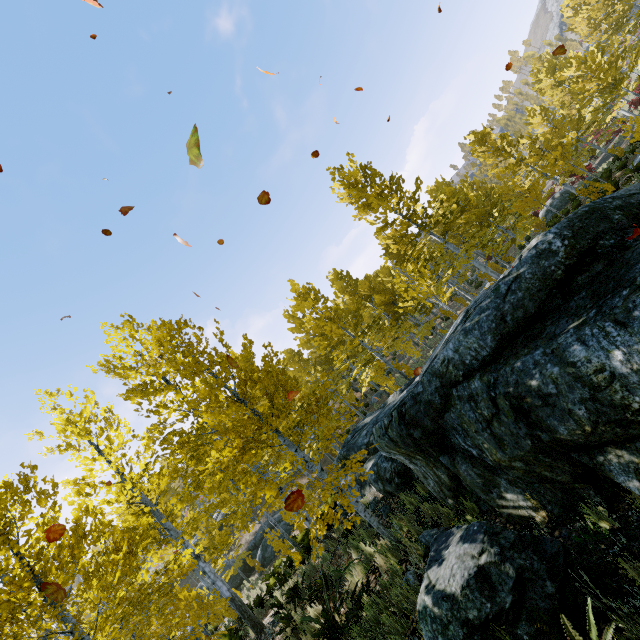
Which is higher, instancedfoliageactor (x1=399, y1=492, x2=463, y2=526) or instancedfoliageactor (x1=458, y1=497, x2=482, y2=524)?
instancedfoliageactor (x1=399, y1=492, x2=463, y2=526)

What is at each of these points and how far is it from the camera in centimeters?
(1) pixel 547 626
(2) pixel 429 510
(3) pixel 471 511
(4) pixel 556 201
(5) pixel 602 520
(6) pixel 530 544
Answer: (1) instancedfoliageactor, 279cm
(2) instancedfoliageactor, 586cm
(3) instancedfoliageactor, 502cm
(4) rock, 2825cm
(5) instancedfoliageactor, 341cm
(6) rock, 324cm

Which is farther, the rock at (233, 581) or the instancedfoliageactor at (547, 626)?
the rock at (233, 581)

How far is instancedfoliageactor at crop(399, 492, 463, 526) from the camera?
5.33m

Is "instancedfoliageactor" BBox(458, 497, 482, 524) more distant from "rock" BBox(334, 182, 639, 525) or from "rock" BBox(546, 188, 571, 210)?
"rock" BBox(546, 188, 571, 210)

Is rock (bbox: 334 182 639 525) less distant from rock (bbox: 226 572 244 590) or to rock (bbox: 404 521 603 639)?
rock (bbox: 404 521 603 639)

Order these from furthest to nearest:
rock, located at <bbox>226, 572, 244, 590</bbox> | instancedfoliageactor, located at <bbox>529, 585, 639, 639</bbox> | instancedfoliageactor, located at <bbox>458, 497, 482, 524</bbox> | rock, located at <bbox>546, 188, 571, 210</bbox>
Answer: rock, located at <bbox>546, 188, 571, 210</bbox> < rock, located at <bbox>226, 572, 244, 590</bbox> < instancedfoliageactor, located at <bbox>458, 497, 482, 524</bbox> < instancedfoliageactor, located at <bbox>529, 585, 639, 639</bbox>

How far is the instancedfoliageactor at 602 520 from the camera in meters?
3.3 m
